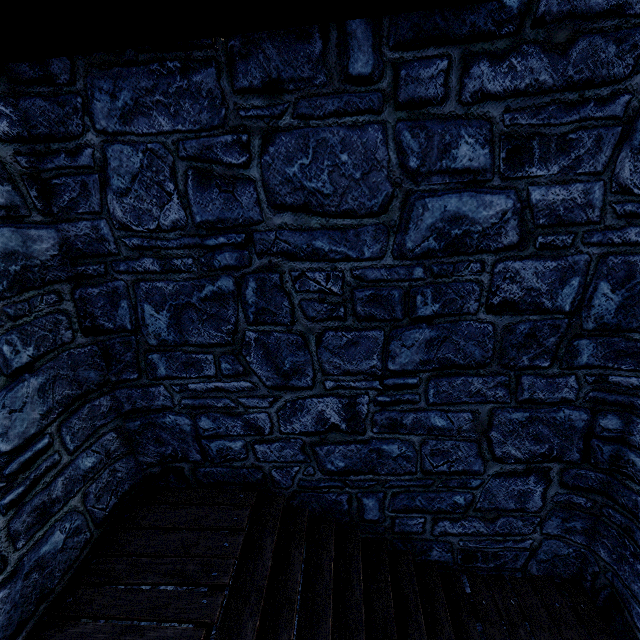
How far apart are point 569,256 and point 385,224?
1.76m
